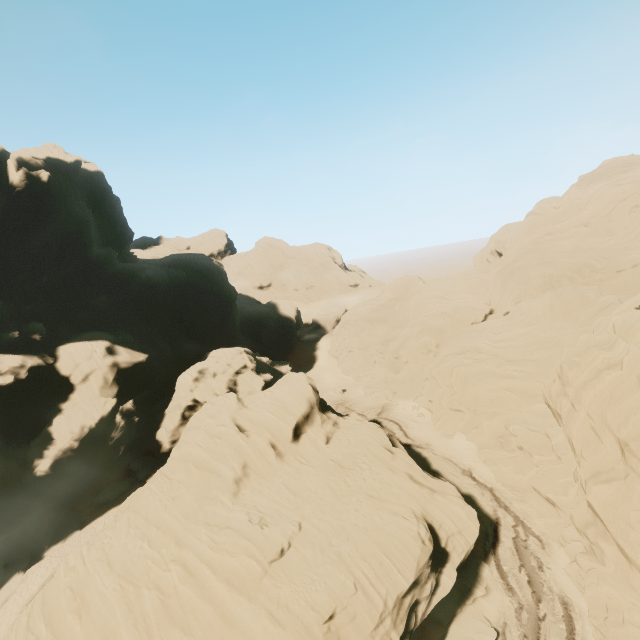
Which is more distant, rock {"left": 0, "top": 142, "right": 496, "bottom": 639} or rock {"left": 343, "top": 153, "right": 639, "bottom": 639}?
rock {"left": 0, "top": 142, "right": 496, "bottom": 639}

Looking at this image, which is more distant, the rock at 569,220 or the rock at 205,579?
the rock at 205,579

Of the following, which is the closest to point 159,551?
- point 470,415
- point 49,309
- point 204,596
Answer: point 204,596
